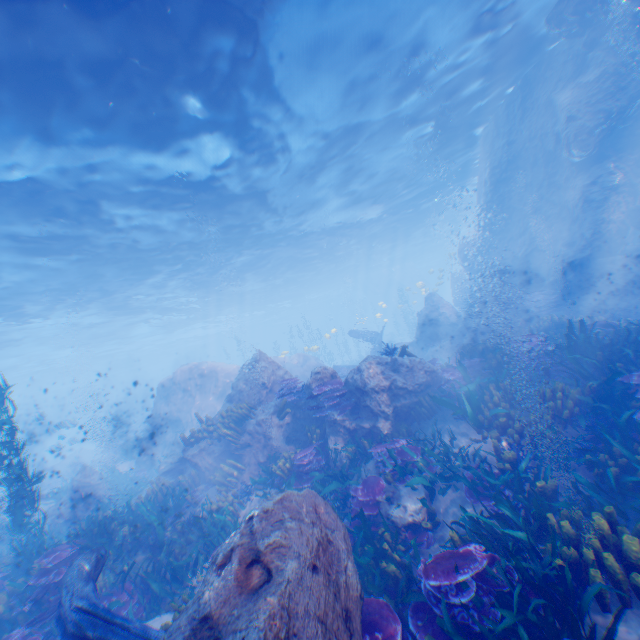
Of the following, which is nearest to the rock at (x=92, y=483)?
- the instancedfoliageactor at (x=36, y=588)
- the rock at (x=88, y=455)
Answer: the instancedfoliageactor at (x=36, y=588)

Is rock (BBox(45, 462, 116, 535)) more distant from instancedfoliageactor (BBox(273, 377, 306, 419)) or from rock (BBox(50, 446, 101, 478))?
rock (BBox(50, 446, 101, 478))

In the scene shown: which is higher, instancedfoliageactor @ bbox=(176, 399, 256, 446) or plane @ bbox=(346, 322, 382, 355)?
plane @ bbox=(346, 322, 382, 355)

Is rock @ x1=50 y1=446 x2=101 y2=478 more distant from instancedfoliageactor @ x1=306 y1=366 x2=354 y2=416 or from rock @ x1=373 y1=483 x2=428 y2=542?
instancedfoliageactor @ x1=306 y1=366 x2=354 y2=416

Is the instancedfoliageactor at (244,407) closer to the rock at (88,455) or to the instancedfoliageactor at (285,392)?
the instancedfoliageactor at (285,392)

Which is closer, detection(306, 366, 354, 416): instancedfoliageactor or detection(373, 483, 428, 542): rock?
detection(373, 483, 428, 542): rock

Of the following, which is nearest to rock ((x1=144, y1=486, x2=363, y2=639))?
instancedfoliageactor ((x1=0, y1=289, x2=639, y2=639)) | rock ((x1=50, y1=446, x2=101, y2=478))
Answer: instancedfoliageactor ((x1=0, y1=289, x2=639, y2=639))

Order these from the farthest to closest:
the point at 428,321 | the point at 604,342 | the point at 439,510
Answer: the point at 428,321
the point at 604,342
the point at 439,510
